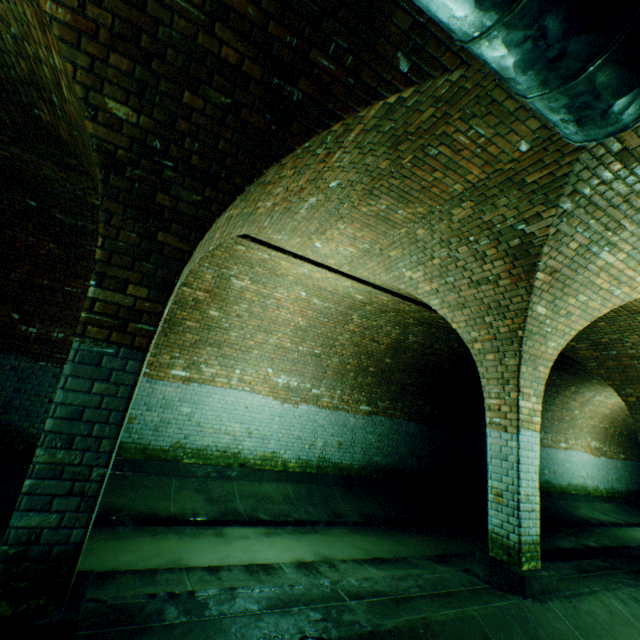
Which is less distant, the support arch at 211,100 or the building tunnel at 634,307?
the support arch at 211,100

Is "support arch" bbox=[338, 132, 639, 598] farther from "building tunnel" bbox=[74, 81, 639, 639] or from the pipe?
the pipe

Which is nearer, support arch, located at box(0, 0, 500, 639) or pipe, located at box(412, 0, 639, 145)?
pipe, located at box(412, 0, 639, 145)

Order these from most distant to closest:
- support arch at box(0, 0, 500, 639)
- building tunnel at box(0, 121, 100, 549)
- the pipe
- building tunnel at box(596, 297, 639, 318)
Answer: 1. building tunnel at box(596, 297, 639, 318)
2. building tunnel at box(0, 121, 100, 549)
3. support arch at box(0, 0, 500, 639)
4. the pipe

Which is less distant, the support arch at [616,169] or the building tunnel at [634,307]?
the support arch at [616,169]

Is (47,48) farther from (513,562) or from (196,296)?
(513,562)

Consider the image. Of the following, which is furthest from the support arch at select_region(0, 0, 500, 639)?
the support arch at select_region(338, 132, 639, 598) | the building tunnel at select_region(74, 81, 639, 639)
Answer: the support arch at select_region(338, 132, 639, 598)
